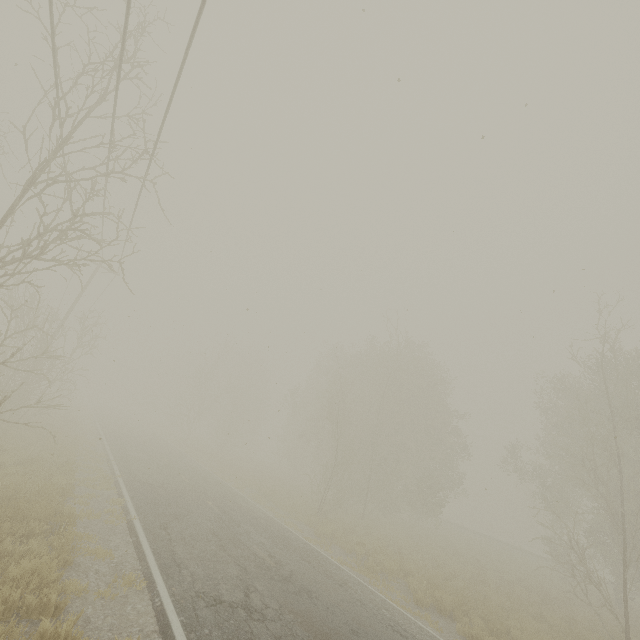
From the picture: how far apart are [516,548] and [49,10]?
48.99m
